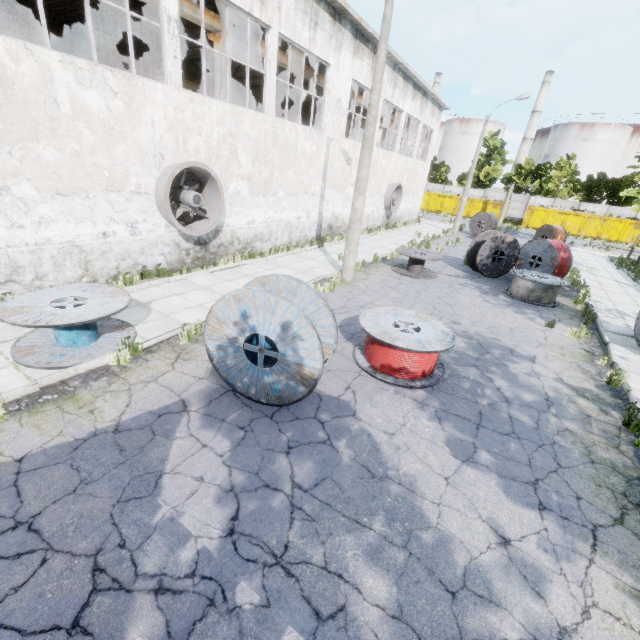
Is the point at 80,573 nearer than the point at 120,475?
Yes

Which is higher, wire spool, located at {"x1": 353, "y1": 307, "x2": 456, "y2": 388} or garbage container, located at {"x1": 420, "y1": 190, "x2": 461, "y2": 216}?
garbage container, located at {"x1": 420, "y1": 190, "x2": 461, "y2": 216}

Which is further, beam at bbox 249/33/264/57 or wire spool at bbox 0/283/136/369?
beam at bbox 249/33/264/57

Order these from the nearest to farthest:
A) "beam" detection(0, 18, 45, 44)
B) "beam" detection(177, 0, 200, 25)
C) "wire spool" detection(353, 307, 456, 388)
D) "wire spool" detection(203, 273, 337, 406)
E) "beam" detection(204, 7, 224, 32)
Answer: "wire spool" detection(203, 273, 337, 406), "wire spool" detection(353, 307, 456, 388), "beam" detection(177, 0, 200, 25), "beam" detection(204, 7, 224, 32), "beam" detection(0, 18, 45, 44)

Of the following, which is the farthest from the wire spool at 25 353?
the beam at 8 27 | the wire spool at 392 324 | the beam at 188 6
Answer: the beam at 8 27

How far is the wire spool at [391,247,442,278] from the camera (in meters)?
13.78

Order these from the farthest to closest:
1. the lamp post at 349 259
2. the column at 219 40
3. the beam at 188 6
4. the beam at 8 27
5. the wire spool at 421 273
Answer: the beam at 8 27, the wire spool at 421 273, the column at 219 40, the beam at 188 6, the lamp post at 349 259

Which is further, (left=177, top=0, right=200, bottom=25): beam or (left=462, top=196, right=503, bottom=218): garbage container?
(left=462, top=196, right=503, bottom=218): garbage container
